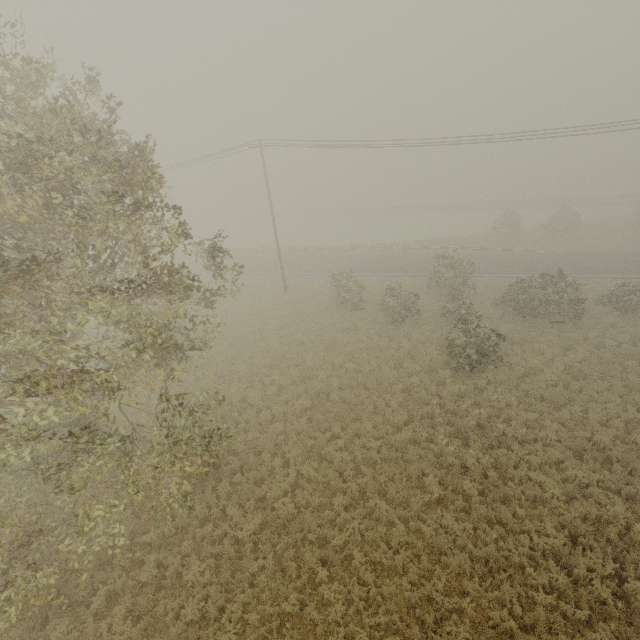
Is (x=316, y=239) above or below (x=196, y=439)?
below
